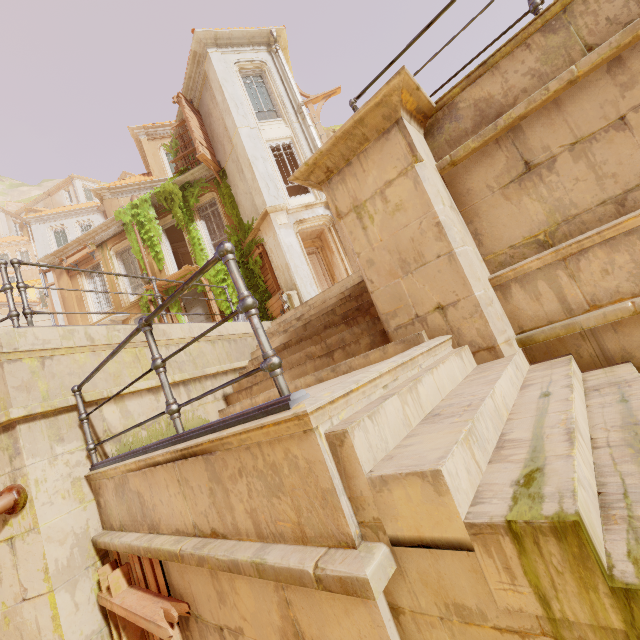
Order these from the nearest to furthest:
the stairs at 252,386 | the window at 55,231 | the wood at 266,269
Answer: the stairs at 252,386
the wood at 266,269
the window at 55,231

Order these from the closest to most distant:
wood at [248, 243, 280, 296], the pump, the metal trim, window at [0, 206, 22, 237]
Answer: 1. the metal trim
2. the pump
3. wood at [248, 243, 280, 296]
4. window at [0, 206, 22, 237]

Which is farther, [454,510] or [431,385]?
[431,385]

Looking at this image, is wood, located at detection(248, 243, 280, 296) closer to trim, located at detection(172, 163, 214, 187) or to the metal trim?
trim, located at detection(172, 163, 214, 187)

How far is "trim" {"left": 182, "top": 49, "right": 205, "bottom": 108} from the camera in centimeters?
1405cm

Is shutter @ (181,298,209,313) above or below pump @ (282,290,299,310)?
above

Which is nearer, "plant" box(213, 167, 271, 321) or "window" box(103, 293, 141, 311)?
"plant" box(213, 167, 271, 321)

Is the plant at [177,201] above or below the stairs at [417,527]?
above
